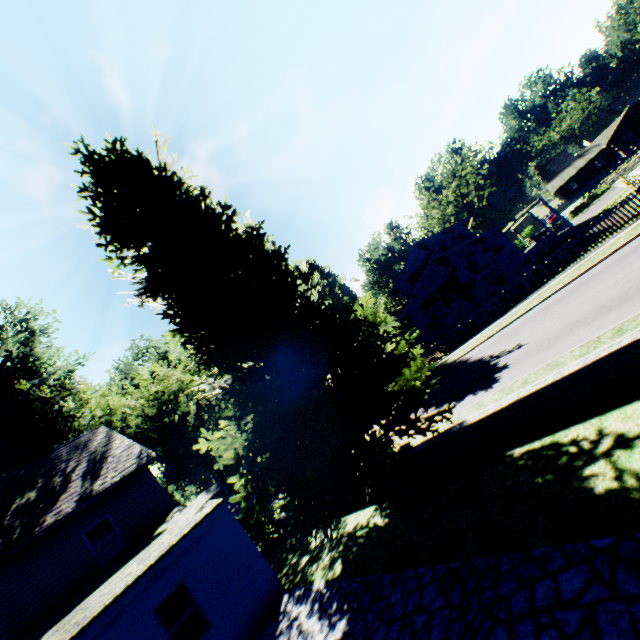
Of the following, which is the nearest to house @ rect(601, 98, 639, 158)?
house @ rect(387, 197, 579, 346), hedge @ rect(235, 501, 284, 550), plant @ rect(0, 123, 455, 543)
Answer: plant @ rect(0, 123, 455, 543)

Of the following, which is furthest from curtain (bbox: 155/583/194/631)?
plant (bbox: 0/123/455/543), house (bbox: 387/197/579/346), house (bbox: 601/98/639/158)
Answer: house (bbox: 601/98/639/158)

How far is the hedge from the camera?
15.5m

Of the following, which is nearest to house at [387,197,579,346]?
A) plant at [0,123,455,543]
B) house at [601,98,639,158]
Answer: plant at [0,123,455,543]

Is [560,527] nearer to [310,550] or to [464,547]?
[464,547]

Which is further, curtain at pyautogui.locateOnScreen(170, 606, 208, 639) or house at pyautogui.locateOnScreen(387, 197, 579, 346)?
house at pyautogui.locateOnScreen(387, 197, 579, 346)

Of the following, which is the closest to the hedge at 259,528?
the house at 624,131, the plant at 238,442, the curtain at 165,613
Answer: the plant at 238,442

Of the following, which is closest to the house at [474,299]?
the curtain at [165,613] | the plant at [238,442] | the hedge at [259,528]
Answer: the plant at [238,442]
